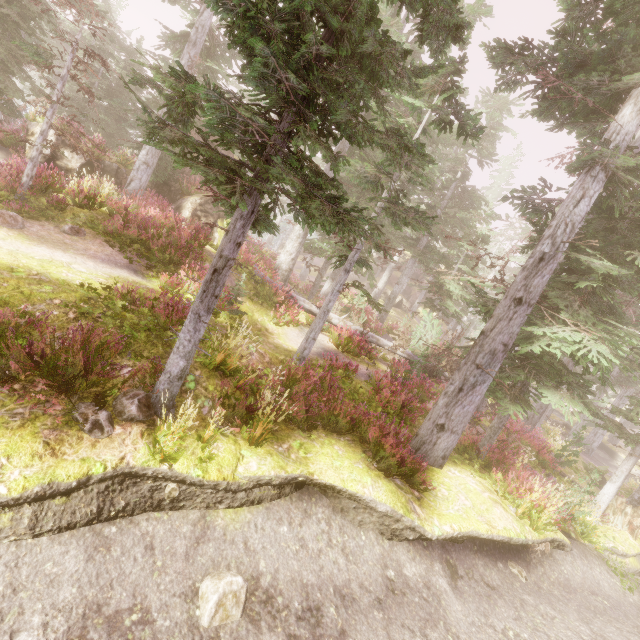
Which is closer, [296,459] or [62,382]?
[62,382]

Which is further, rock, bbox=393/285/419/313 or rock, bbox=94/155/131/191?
rock, bbox=393/285/419/313

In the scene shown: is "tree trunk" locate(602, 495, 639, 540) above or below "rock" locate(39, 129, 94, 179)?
below

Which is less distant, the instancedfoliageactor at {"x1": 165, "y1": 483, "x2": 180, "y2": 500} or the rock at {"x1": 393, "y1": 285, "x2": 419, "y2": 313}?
the instancedfoliageactor at {"x1": 165, "y1": 483, "x2": 180, "y2": 500}

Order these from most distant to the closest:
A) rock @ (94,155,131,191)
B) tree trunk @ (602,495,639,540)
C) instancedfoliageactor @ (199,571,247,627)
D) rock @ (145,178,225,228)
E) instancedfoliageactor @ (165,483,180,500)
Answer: rock @ (94,155,131,191), rock @ (145,178,225,228), tree trunk @ (602,495,639,540), instancedfoliageactor @ (165,483,180,500), instancedfoliageactor @ (199,571,247,627)

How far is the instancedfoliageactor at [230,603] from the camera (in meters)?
4.29

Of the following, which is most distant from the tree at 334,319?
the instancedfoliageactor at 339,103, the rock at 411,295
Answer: the rock at 411,295
